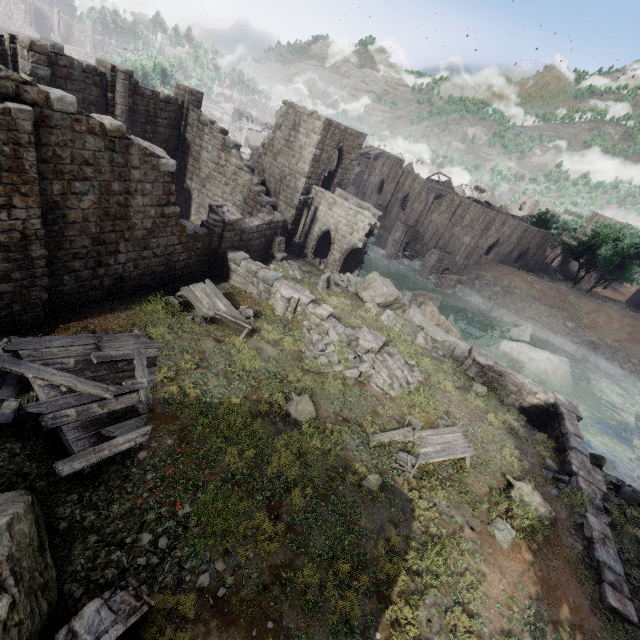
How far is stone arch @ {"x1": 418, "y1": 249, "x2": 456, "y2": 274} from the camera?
42.88m

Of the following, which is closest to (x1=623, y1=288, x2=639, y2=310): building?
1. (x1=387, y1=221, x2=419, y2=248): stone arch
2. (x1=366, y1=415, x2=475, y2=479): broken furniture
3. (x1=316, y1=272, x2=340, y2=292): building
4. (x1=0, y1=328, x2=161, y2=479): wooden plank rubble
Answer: (x1=387, y1=221, x2=419, y2=248): stone arch

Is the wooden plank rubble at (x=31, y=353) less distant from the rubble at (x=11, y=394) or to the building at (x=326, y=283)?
the rubble at (x=11, y=394)

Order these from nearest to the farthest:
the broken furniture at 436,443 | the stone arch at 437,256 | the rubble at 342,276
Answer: the broken furniture at 436,443, the rubble at 342,276, the stone arch at 437,256

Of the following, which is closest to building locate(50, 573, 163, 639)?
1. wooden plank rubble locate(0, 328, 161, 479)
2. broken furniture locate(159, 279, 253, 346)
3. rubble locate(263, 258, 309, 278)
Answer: wooden plank rubble locate(0, 328, 161, 479)

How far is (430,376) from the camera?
16.00m

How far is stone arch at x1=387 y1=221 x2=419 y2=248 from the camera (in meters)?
49.67

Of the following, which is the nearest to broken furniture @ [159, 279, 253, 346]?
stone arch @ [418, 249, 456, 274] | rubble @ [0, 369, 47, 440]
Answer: rubble @ [0, 369, 47, 440]
